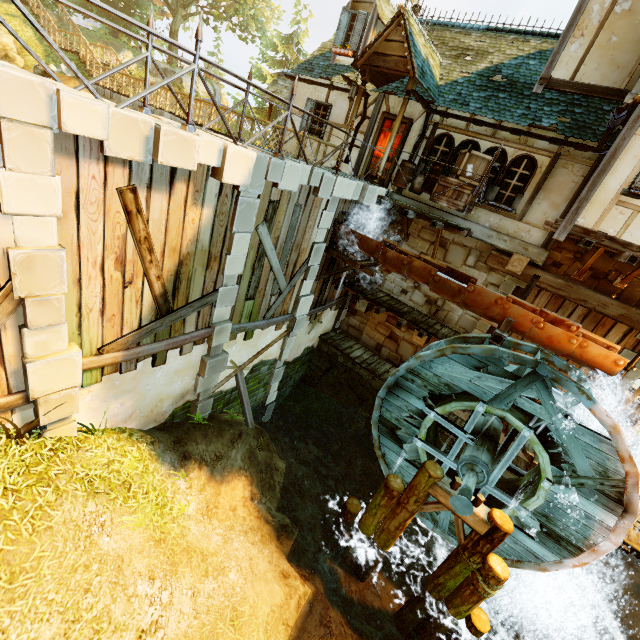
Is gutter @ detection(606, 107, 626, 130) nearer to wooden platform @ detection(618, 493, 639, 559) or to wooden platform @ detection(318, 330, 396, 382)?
wooden platform @ detection(318, 330, 396, 382)

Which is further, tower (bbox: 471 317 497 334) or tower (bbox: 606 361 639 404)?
tower (bbox: 471 317 497 334)

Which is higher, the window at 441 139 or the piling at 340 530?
the window at 441 139

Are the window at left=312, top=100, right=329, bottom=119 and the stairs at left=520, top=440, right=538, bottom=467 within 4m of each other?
no

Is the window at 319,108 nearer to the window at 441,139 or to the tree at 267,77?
the window at 441,139

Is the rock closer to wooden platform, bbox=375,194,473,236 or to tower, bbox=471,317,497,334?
wooden platform, bbox=375,194,473,236

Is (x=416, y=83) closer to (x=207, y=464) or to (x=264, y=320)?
(x=264, y=320)

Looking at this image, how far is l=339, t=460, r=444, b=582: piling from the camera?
8.0 meters
